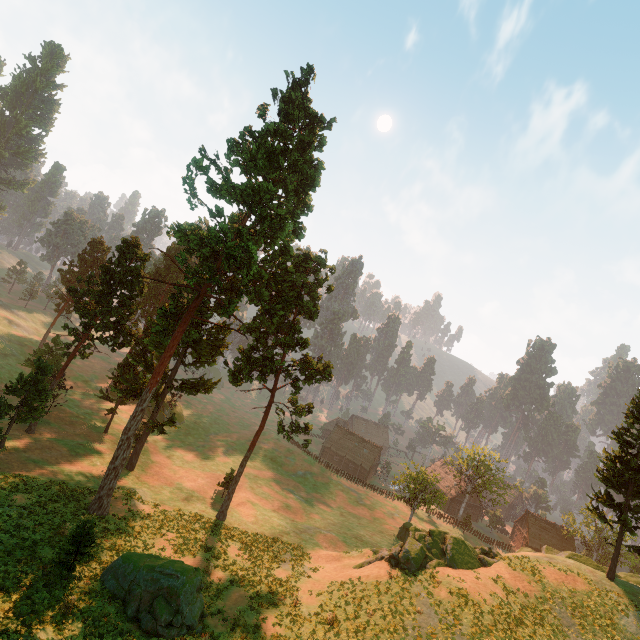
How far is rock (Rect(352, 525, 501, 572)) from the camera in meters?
24.7 m

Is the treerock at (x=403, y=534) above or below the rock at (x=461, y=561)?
below

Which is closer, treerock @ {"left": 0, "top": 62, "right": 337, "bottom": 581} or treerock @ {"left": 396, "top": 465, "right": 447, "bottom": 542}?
treerock @ {"left": 0, "top": 62, "right": 337, "bottom": 581}

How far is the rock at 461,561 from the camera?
24.70m

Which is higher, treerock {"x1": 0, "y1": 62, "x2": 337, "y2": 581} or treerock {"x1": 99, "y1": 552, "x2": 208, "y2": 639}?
treerock {"x1": 0, "y1": 62, "x2": 337, "y2": 581}

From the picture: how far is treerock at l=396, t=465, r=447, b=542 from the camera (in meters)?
44.86

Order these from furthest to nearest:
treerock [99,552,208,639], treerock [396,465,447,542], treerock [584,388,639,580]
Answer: treerock [396,465,447,542], treerock [584,388,639,580], treerock [99,552,208,639]

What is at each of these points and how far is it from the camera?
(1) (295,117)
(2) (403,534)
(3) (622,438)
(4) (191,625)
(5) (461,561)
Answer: (1) treerock, 29.59m
(2) treerock, 44.41m
(3) treerock, 27.97m
(4) treerock, 18.14m
(5) rock, 26.06m
